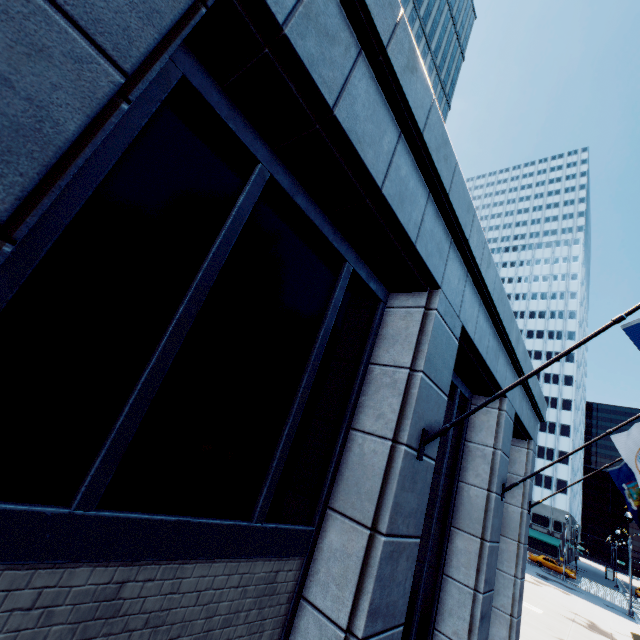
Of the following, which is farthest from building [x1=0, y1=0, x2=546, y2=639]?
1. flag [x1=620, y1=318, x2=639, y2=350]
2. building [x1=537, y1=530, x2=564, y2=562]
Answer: building [x1=537, y1=530, x2=564, y2=562]

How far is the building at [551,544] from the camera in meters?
58.5

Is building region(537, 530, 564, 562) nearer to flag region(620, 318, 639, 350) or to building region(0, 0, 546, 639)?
building region(0, 0, 546, 639)

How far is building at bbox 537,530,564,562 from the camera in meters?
58.5 m

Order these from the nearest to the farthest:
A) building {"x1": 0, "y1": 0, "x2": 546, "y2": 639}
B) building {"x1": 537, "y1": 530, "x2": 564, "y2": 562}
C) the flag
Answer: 1. building {"x1": 0, "y1": 0, "x2": 546, "y2": 639}
2. the flag
3. building {"x1": 537, "y1": 530, "x2": 564, "y2": 562}

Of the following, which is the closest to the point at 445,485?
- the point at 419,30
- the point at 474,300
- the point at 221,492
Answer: the point at 474,300

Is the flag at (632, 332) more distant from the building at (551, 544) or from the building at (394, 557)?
the building at (551, 544)
